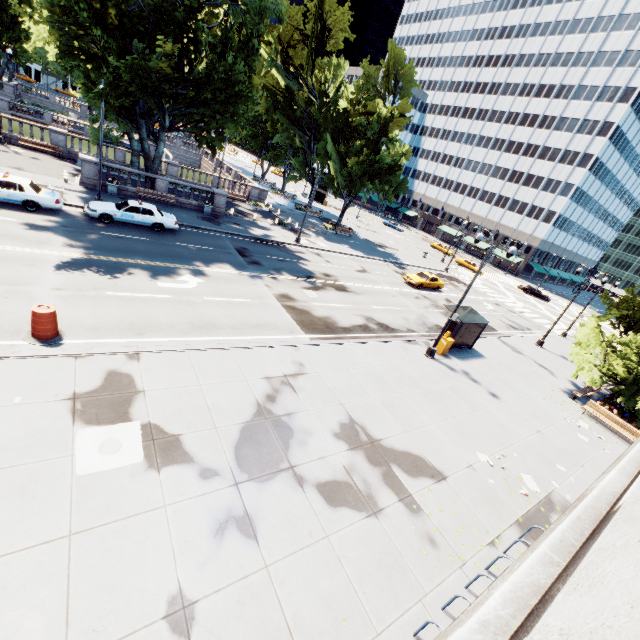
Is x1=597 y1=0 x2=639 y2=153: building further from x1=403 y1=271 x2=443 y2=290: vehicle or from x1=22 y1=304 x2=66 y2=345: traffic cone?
x1=22 y1=304 x2=66 y2=345: traffic cone

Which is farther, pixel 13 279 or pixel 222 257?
pixel 222 257

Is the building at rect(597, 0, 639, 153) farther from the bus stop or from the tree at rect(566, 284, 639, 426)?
the bus stop

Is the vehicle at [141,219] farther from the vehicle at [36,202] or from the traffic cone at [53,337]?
the traffic cone at [53,337]

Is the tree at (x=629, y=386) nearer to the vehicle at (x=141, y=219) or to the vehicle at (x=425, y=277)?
the vehicle at (x=141, y=219)

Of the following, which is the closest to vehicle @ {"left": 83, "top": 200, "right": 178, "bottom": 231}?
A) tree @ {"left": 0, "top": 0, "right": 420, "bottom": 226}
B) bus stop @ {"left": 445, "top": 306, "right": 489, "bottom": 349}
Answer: tree @ {"left": 0, "top": 0, "right": 420, "bottom": 226}

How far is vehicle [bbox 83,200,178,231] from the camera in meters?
20.0 m

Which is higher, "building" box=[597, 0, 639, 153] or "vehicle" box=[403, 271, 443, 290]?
"building" box=[597, 0, 639, 153]
